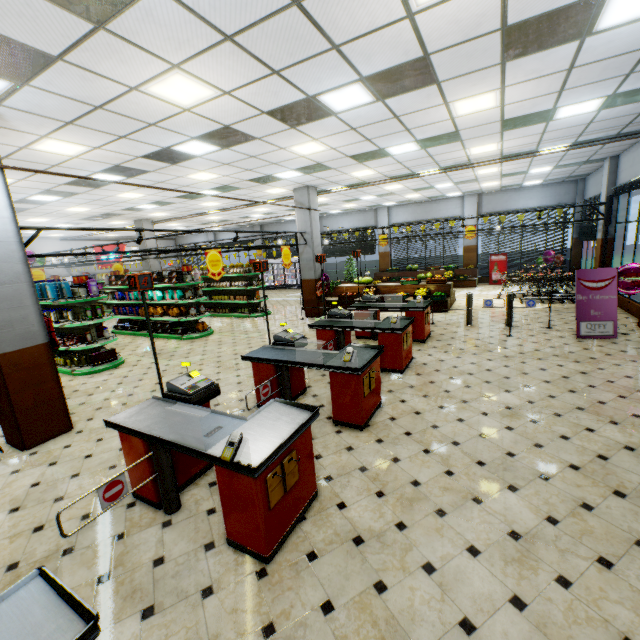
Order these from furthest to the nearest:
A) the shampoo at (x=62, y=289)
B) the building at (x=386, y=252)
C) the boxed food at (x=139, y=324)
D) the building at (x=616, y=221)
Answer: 1. the building at (x=386, y=252)
2. the boxed food at (x=139, y=324)
3. the building at (x=616, y=221)
4. the shampoo at (x=62, y=289)

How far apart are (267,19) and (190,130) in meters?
3.3

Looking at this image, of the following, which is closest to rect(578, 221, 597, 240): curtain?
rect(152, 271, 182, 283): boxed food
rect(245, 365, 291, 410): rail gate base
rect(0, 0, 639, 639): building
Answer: rect(0, 0, 639, 639): building

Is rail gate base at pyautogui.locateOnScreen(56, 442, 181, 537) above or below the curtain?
below

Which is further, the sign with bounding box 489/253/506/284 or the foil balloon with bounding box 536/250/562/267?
the sign with bounding box 489/253/506/284

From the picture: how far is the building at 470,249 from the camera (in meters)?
18.28

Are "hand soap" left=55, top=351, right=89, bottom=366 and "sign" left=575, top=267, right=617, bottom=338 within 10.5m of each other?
no

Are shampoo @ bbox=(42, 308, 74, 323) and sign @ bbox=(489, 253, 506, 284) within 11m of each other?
no
